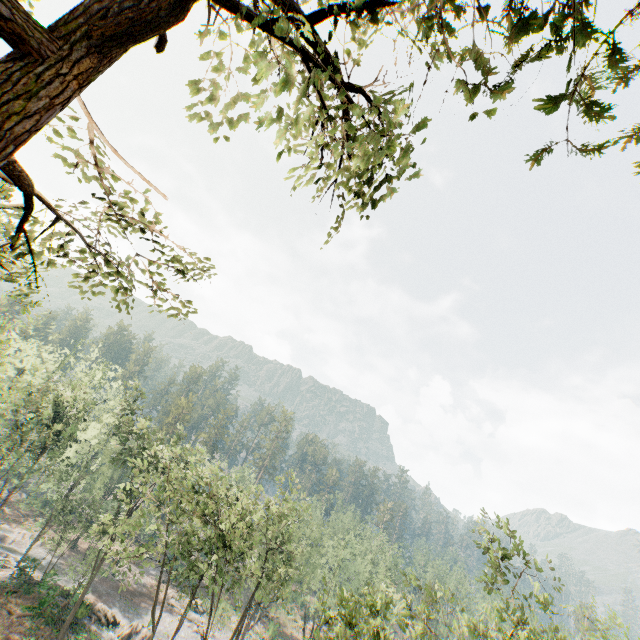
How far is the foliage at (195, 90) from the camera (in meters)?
4.62

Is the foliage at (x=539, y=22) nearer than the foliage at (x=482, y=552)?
Yes

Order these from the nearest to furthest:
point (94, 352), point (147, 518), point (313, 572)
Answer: point (147, 518) → point (313, 572) → point (94, 352)

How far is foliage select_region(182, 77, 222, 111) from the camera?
4.6 meters

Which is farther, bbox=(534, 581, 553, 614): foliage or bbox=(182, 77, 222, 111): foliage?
bbox=(534, 581, 553, 614): foliage
